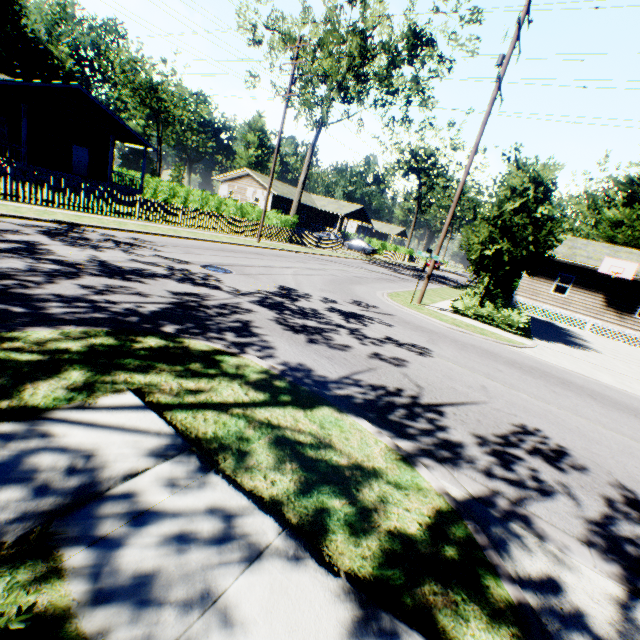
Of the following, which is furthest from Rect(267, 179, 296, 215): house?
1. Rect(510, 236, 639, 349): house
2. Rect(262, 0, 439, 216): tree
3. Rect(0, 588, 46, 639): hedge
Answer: Rect(0, 588, 46, 639): hedge

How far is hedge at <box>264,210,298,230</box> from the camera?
27.1 meters

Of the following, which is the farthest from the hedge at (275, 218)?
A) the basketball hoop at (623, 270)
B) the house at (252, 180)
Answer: the basketball hoop at (623, 270)

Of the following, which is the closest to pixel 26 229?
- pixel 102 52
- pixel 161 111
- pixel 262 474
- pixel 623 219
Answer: pixel 262 474

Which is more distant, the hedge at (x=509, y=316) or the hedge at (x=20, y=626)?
the hedge at (x=509, y=316)

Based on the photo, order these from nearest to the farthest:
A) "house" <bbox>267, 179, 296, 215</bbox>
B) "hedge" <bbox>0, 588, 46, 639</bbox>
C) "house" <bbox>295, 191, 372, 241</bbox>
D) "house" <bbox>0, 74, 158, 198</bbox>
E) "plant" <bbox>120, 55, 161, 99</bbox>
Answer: "hedge" <bbox>0, 588, 46, 639</bbox>
"house" <bbox>0, 74, 158, 198</bbox>
"house" <bbox>267, 179, 296, 215</bbox>
"house" <bbox>295, 191, 372, 241</bbox>
"plant" <bbox>120, 55, 161, 99</bbox>

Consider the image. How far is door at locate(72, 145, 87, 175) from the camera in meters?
26.3

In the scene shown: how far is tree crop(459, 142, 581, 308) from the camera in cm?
1252
